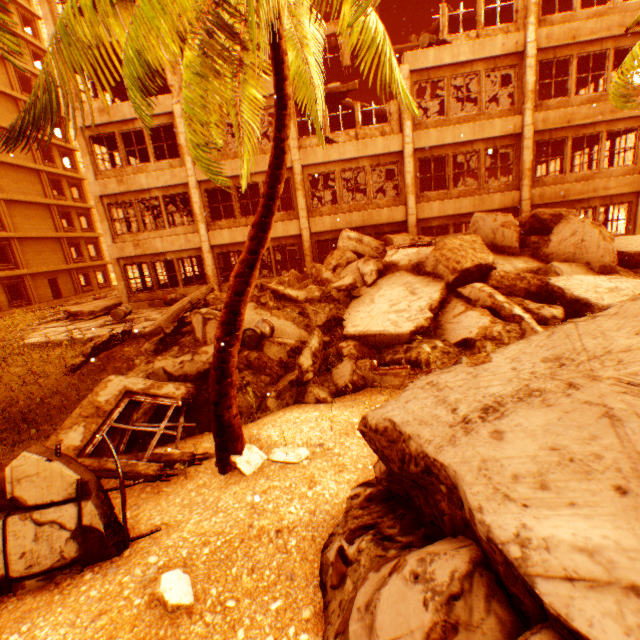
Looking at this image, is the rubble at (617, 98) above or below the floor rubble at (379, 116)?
below

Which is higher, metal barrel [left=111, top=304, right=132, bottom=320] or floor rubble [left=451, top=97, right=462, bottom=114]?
floor rubble [left=451, top=97, right=462, bottom=114]

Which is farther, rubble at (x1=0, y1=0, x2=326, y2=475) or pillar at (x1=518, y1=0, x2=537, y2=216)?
pillar at (x1=518, y1=0, x2=537, y2=216)

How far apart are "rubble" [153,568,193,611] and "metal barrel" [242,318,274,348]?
5.24m

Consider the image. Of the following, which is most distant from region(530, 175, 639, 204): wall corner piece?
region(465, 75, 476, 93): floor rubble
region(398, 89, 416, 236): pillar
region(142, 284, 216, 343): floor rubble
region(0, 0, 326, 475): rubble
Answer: region(142, 284, 216, 343): floor rubble

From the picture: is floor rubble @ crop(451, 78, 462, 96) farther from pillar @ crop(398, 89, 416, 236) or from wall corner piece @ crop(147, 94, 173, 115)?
wall corner piece @ crop(147, 94, 173, 115)

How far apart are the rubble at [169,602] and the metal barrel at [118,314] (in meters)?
12.98

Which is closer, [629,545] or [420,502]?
[629,545]
